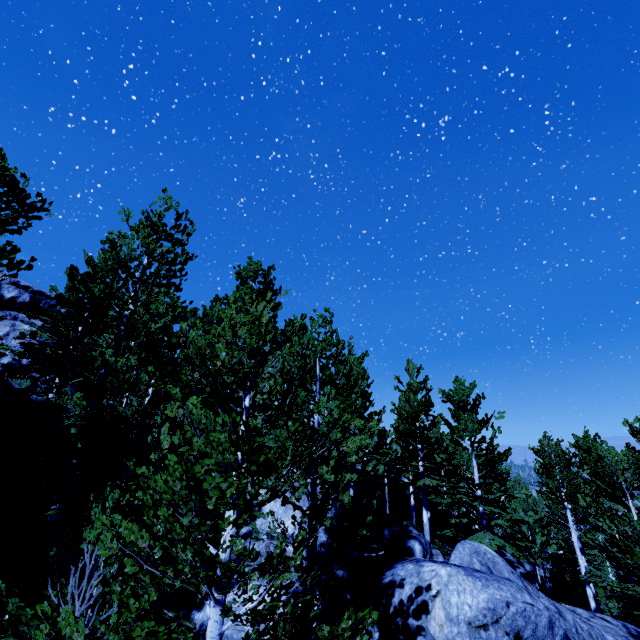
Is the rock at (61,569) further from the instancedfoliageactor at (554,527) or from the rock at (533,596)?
the rock at (533,596)

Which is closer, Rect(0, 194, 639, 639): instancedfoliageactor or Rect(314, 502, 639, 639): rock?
Rect(0, 194, 639, 639): instancedfoliageactor

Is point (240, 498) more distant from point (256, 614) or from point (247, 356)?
point (247, 356)

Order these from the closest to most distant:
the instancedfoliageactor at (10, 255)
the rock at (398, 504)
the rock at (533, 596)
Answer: the rock at (533, 596), the instancedfoliageactor at (10, 255), the rock at (398, 504)

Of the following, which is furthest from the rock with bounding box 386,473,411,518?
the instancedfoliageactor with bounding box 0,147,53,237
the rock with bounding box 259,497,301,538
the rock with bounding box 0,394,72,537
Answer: the rock with bounding box 259,497,301,538

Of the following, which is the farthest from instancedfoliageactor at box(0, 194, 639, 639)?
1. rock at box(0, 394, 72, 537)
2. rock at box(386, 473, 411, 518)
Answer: rock at box(0, 394, 72, 537)

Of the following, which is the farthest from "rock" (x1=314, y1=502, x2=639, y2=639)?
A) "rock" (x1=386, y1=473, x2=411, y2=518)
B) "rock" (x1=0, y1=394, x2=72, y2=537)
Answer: "rock" (x1=386, y1=473, x2=411, y2=518)

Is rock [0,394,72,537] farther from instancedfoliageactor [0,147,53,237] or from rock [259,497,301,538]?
rock [259,497,301,538]
